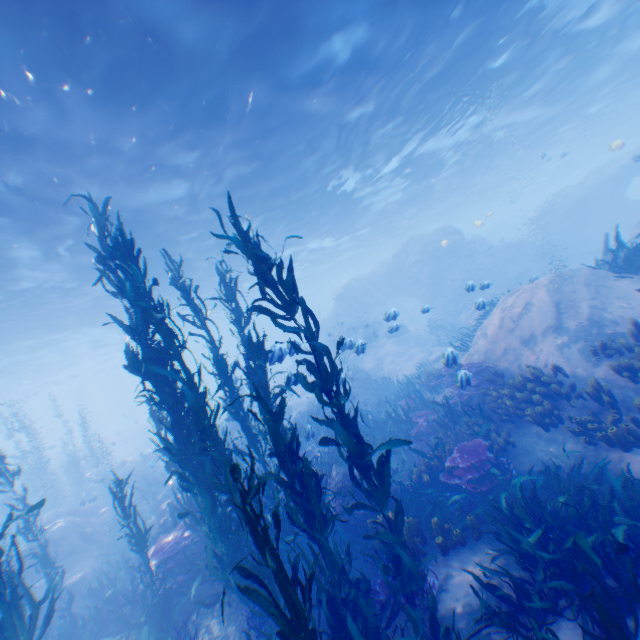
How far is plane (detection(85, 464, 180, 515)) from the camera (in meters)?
14.84

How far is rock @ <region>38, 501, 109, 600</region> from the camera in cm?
1159

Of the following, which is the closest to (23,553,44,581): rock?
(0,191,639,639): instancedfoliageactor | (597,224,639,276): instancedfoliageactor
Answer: (0,191,639,639): instancedfoliageactor

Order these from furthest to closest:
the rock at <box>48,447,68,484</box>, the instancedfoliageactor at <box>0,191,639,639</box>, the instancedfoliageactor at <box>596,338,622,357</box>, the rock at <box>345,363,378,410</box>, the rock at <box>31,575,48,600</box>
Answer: the rock at <box>48,447,68,484</box> → the rock at <box>345,363,378,410</box> → the rock at <box>31,575,48,600</box> → the instancedfoliageactor at <box>596,338,622,357</box> → the instancedfoliageactor at <box>0,191,639,639</box>

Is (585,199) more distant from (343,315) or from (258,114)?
(258,114)

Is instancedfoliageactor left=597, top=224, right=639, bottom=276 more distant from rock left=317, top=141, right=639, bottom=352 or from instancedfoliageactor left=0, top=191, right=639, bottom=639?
instancedfoliageactor left=0, top=191, right=639, bottom=639

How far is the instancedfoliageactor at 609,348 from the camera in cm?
771

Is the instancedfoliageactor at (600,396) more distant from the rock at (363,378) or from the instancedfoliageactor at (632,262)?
the instancedfoliageactor at (632,262)
